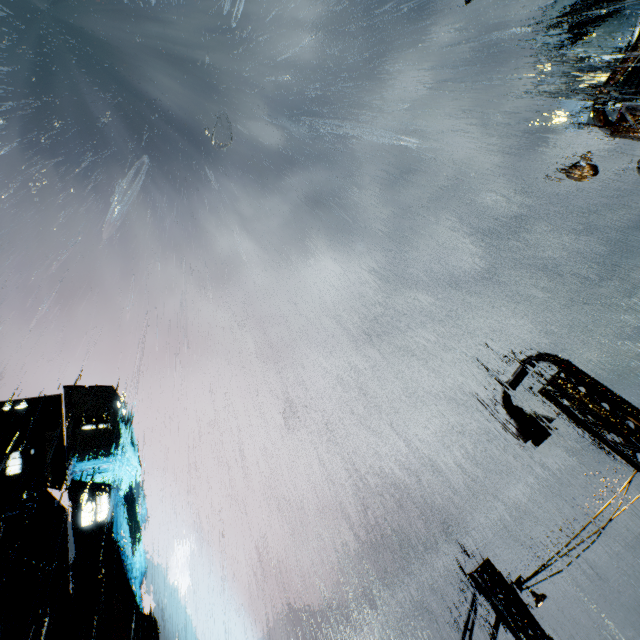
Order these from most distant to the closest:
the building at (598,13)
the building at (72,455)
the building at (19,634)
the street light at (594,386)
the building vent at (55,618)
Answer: the building at (72,455)
the building at (19,634)
the building vent at (55,618)
the building at (598,13)
the street light at (594,386)

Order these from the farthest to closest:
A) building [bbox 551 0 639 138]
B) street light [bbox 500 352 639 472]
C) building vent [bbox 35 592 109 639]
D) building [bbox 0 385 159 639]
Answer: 1. building [bbox 0 385 159 639]
2. building vent [bbox 35 592 109 639]
3. building [bbox 551 0 639 138]
4. street light [bbox 500 352 639 472]

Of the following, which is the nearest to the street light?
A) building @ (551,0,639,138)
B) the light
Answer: building @ (551,0,639,138)

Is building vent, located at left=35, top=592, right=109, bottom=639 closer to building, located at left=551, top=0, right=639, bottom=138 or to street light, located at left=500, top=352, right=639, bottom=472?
building, located at left=551, top=0, right=639, bottom=138

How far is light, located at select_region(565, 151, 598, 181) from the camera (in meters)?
9.76

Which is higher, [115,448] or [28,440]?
[28,440]

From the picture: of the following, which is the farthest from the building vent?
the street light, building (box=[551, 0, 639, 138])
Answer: the street light

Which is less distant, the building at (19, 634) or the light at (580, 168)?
the light at (580, 168)
